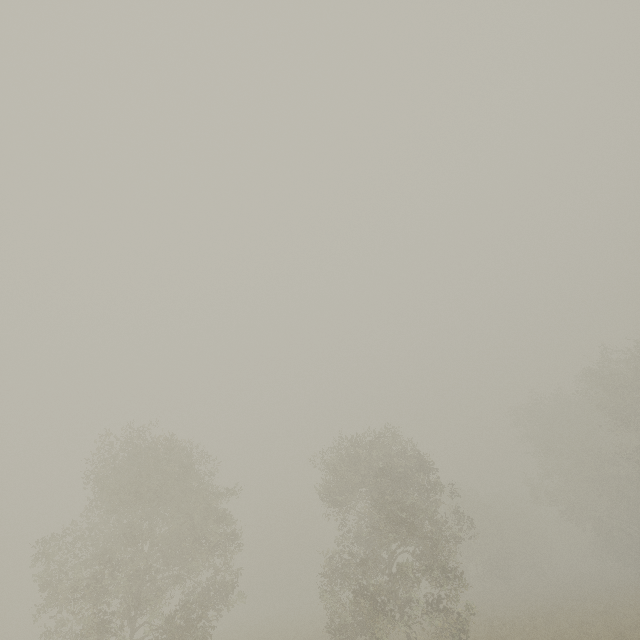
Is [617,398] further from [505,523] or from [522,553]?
[522,553]
